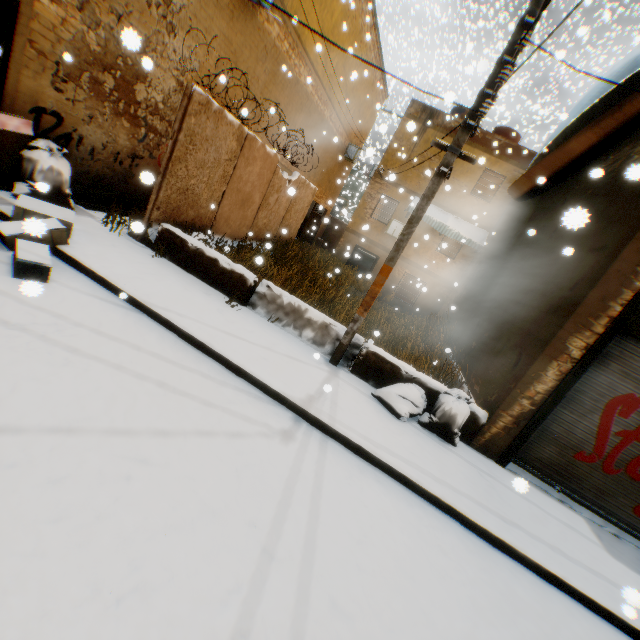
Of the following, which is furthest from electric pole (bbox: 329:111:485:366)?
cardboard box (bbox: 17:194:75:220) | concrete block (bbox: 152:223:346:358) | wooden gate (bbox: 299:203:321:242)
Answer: wooden gate (bbox: 299:203:321:242)

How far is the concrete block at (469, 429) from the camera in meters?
5.5 m

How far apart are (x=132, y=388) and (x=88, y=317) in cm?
143

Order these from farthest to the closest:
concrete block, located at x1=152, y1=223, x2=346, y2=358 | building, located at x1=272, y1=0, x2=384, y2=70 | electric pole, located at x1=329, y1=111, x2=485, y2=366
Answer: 1. building, located at x1=272, y1=0, x2=384, y2=70
2. concrete block, located at x1=152, y1=223, x2=346, y2=358
3. electric pole, located at x1=329, y1=111, x2=485, y2=366

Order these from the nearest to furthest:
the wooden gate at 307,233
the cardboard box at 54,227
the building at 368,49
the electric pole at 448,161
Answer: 1. the cardboard box at 54,227
2. the electric pole at 448,161
3. the building at 368,49
4. the wooden gate at 307,233

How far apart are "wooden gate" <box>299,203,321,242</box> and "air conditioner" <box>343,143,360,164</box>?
3.2 meters

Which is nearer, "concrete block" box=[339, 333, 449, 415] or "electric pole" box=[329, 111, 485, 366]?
"electric pole" box=[329, 111, 485, 366]

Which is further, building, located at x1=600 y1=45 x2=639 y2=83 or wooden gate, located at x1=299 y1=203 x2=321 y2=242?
wooden gate, located at x1=299 y1=203 x2=321 y2=242
